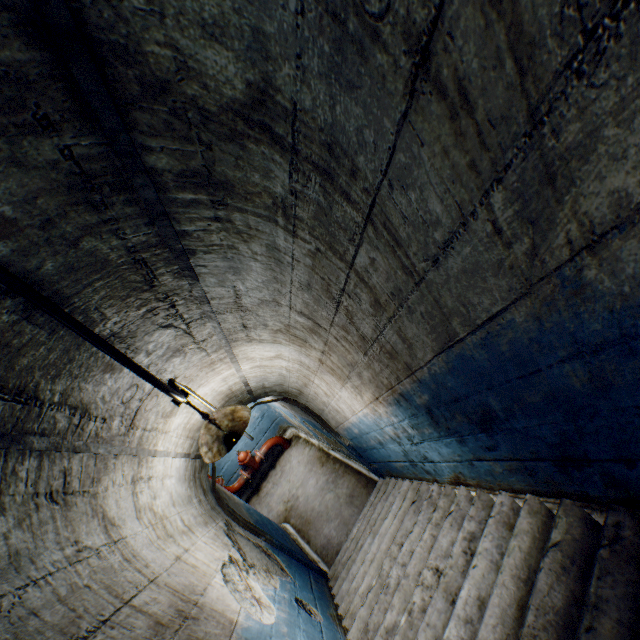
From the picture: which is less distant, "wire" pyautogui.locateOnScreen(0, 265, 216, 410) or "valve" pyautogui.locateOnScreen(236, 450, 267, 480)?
"wire" pyautogui.locateOnScreen(0, 265, 216, 410)

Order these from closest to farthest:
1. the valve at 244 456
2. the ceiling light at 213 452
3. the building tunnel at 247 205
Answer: the building tunnel at 247 205, the ceiling light at 213 452, the valve at 244 456

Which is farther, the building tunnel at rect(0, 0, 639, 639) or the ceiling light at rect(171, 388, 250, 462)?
the ceiling light at rect(171, 388, 250, 462)

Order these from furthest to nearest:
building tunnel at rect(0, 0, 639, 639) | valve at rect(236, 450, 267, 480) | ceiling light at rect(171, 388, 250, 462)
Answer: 1. valve at rect(236, 450, 267, 480)
2. ceiling light at rect(171, 388, 250, 462)
3. building tunnel at rect(0, 0, 639, 639)

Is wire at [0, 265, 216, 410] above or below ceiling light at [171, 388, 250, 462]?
above

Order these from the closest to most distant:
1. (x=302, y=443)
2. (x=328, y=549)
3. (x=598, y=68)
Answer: (x=598, y=68)
(x=328, y=549)
(x=302, y=443)

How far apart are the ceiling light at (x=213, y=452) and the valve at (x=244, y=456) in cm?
525

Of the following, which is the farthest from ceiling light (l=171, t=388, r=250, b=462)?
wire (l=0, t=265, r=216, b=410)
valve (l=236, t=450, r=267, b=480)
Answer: valve (l=236, t=450, r=267, b=480)
